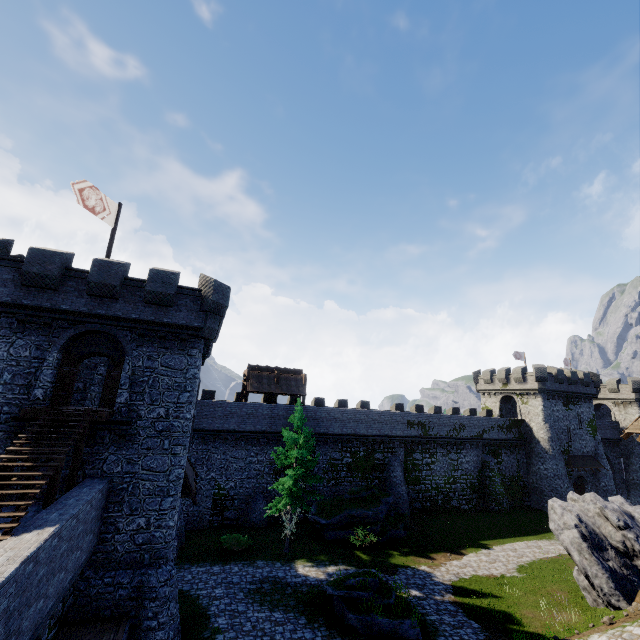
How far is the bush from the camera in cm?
2275

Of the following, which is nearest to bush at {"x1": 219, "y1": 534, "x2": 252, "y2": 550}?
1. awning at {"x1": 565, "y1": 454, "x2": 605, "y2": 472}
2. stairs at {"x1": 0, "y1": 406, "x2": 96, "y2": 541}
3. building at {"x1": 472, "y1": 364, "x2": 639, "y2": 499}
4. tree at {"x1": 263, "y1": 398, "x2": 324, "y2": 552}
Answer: tree at {"x1": 263, "y1": 398, "x2": 324, "y2": 552}

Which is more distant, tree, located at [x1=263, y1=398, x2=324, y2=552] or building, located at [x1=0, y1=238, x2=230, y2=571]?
tree, located at [x1=263, y1=398, x2=324, y2=552]

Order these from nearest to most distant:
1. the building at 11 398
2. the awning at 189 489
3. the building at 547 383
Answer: the building at 11 398
the awning at 189 489
the building at 547 383

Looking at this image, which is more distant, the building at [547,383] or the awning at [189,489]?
the building at [547,383]

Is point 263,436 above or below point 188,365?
below

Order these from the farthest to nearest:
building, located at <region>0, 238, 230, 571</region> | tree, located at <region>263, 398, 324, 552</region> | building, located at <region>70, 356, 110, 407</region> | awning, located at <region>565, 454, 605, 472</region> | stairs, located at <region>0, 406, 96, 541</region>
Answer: awning, located at <region>565, 454, 605, 472</region> < tree, located at <region>263, 398, 324, 552</region> < building, located at <region>70, 356, 110, 407</region> < building, located at <region>0, 238, 230, 571</region> < stairs, located at <region>0, 406, 96, 541</region>

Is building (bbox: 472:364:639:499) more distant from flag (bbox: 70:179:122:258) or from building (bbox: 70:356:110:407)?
flag (bbox: 70:179:122:258)
